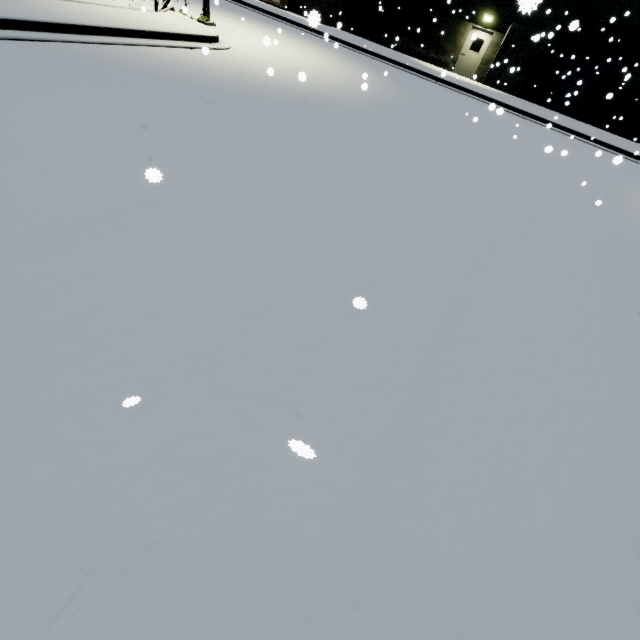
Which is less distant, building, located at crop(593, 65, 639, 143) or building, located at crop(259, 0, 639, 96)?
building, located at crop(259, 0, 639, 96)

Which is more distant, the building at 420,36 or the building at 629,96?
the building at 629,96

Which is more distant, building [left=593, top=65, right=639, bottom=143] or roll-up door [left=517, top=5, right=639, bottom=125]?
A: building [left=593, top=65, right=639, bottom=143]

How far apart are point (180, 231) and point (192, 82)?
6.2m

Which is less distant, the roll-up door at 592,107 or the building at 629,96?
the roll-up door at 592,107
